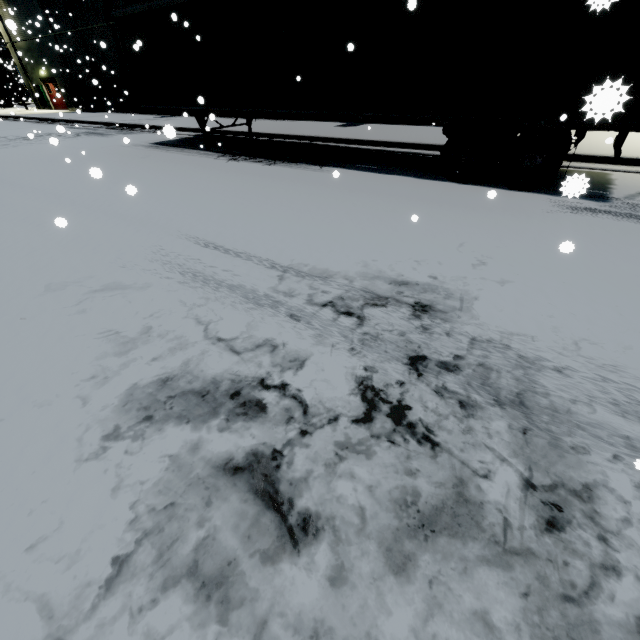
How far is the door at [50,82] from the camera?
27.7 meters

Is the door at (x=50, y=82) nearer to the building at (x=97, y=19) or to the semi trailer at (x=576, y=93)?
the building at (x=97, y=19)

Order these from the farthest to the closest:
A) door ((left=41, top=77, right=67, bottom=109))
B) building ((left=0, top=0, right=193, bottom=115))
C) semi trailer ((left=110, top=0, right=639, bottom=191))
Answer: door ((left=41, top=77, right=67, bottom=109)) → building ((left=0, top=0, right=193, bottom=115)) → semi trailer ((left=110, top=0, right=639, bottom=191))

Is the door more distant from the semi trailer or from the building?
the semi trailer

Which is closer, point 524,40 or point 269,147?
point 524,40

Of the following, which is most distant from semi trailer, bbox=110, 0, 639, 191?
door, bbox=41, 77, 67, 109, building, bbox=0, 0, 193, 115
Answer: door, bbox=41, 77, 67, 109

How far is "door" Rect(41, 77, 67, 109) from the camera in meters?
27.7
